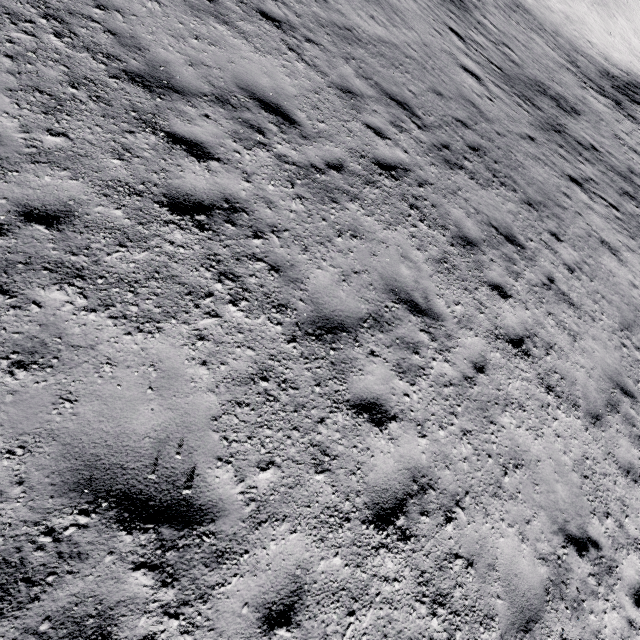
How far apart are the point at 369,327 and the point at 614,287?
9.1m
